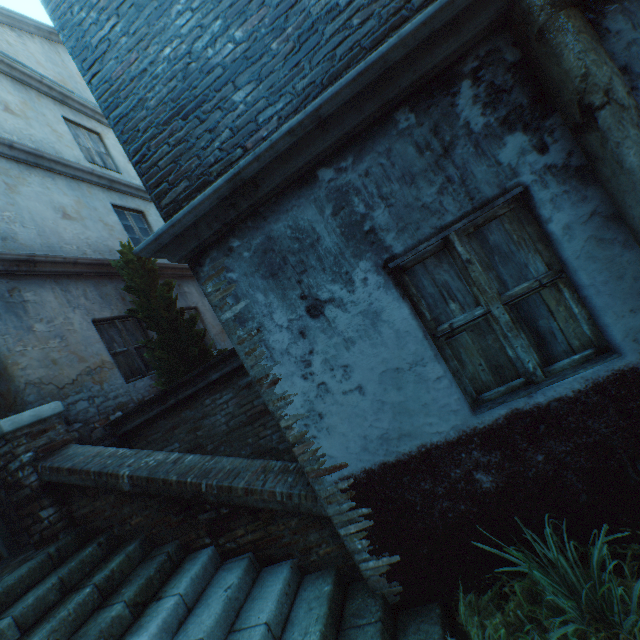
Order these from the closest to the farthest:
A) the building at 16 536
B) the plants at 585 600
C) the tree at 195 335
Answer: the plants at 585 600 → the building at 16 536 → the tree at 195 335

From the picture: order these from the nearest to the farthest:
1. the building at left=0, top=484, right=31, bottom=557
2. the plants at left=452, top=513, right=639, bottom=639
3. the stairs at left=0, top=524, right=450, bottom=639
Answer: the plants at left=452, top=513, right=639, bottom=639
the stairs at left=0, top=524, right=450, bottom=639
the building at left=0, top=484, right=31, bottom=557

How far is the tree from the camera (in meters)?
5.58

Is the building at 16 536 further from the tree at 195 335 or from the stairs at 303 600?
the tree at 195 335

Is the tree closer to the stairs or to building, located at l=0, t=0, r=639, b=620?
the stairs

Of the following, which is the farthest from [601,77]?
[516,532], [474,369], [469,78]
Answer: [516,532]

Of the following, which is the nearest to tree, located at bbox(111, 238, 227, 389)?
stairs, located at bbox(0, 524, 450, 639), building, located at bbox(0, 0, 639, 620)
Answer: stairs, located at bbox(0, 524, 450, 639)

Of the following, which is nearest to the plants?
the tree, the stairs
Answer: the stairs
